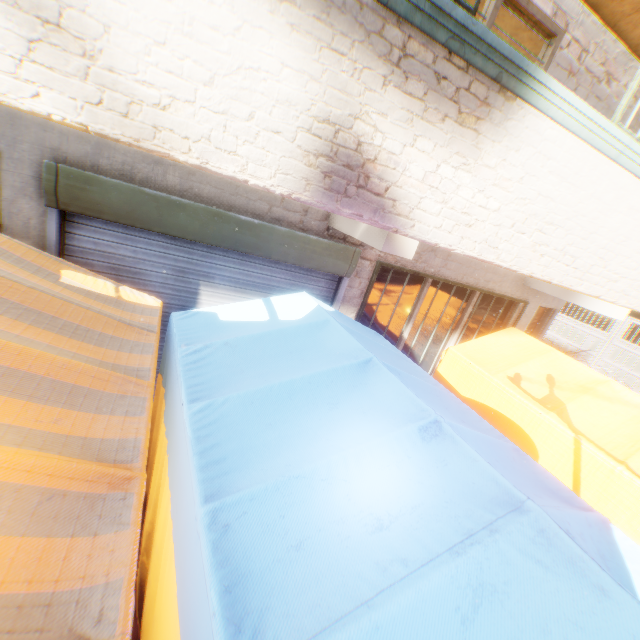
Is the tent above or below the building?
below

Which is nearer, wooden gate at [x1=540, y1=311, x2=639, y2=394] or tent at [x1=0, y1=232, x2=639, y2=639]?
tent at [x1=0, y1=232, x2=639, y2=639]

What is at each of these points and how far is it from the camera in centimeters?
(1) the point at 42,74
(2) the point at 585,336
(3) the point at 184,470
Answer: (1) building, 154cm
(2) wooden gate, 1434cm
(3) tent, 173cm

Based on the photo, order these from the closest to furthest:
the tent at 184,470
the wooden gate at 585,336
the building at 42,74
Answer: the tent at 184,470, the building at 42,74, the wooden gate at 585,336

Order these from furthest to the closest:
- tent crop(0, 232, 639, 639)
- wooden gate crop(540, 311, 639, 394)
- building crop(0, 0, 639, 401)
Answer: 1. wooden gate crop(540, 311, 639, 394)
2. building crop(0, 0, 639, 401)
3. tent crop(0, 232, 639, 639)

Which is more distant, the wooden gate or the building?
the wooden gate

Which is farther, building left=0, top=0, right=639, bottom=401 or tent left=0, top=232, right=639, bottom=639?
building left=0, top=0, right=639, bottom=401

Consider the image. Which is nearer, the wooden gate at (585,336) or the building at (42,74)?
the building at (42,74)
